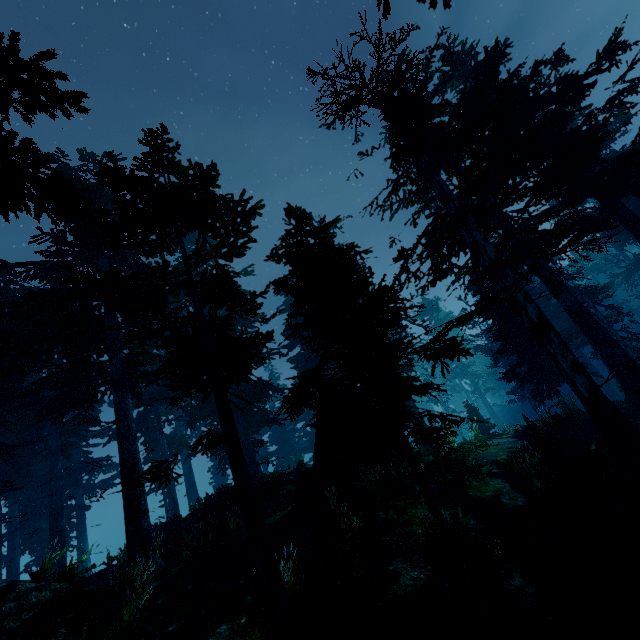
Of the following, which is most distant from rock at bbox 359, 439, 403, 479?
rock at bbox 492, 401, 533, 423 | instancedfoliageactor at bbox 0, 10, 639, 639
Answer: rock at bbox 492, 401, 533, 423

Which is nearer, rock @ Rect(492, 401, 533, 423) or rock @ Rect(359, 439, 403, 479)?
rock @ Rect(359, 439, 403, 479)

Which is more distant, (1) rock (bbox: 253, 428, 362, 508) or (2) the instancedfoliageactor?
(1) rock (bbox: 253, 428, 362, 508)

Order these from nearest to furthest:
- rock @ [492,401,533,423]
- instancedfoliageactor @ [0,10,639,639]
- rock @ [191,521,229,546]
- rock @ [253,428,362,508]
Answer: instancedfoliageactor @ [0,10,639,639] → rock @ [191,521,229,546] → rock @ [253,428,362,508] → rock @ [492,401,533,423]

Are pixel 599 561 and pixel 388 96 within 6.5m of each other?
no

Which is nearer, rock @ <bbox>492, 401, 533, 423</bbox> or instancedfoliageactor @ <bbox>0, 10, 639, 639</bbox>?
instancedfoliageactor @ <bbox>0, 10, 639, 639</bbox>

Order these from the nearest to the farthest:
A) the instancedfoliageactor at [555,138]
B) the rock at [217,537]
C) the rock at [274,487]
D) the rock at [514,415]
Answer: the instancedfoliageactor at [555,138] < the rock at [217,537] < the rock at [274,487] < the rock at [514,415]

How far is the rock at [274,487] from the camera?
13.1m
